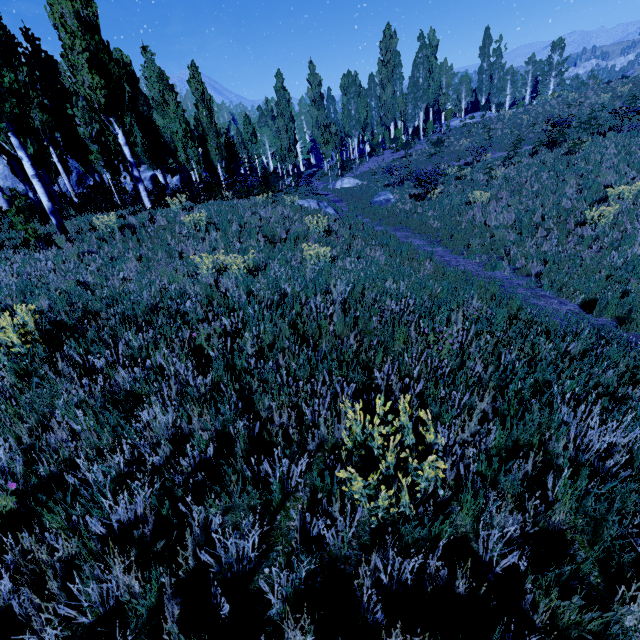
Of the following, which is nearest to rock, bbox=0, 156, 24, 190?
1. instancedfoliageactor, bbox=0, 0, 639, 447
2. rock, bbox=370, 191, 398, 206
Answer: instancedfoliageactor, bbox=0, 0, 639, 447

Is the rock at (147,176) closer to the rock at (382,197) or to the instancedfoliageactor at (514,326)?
the instancedfoliageactor at (514,326)

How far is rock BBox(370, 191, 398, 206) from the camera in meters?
18.8 m

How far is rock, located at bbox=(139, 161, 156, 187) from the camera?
44.60m

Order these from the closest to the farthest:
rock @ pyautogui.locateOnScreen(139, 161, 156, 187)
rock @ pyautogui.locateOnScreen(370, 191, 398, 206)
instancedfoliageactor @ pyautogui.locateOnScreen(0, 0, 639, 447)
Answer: instancedfoliageactor @ pyautogui.locateOnScreen(0, 0, 639, 447)
rock @ pyautogui.locateOnScreen(370, 191, 398, 206)
rock @ pyautogui.locateOnScreen(139, 161, 156, 187)

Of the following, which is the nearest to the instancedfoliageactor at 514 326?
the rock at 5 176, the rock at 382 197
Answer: the rock at 5 176

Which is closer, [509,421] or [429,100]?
[509,421]
